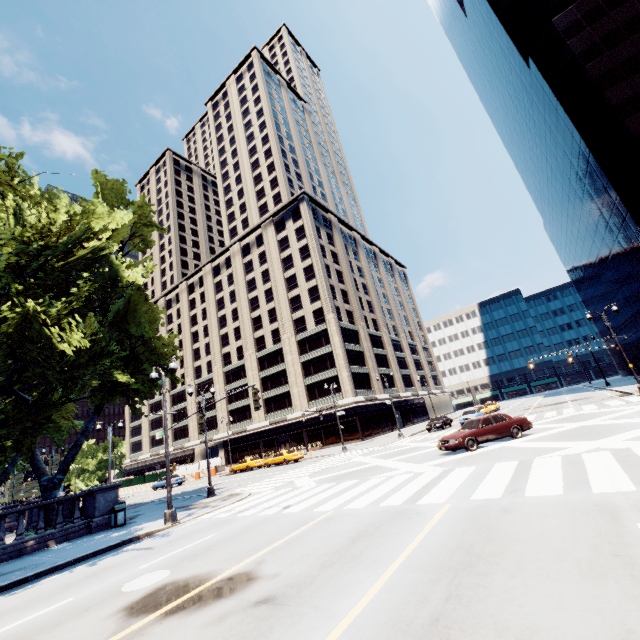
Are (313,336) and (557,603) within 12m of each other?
no

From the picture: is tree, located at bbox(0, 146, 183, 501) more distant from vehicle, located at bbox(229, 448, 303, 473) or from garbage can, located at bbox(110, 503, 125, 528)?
vehicle, located at bbox(229, 448, 303, 473)

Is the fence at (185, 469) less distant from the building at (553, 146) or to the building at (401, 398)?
the building at (401, 398)

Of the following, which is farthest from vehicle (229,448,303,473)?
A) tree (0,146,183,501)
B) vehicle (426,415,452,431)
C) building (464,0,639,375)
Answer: building (464,0,639,375)

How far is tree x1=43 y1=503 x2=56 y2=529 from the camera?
18.14m

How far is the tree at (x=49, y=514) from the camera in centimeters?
1814cm

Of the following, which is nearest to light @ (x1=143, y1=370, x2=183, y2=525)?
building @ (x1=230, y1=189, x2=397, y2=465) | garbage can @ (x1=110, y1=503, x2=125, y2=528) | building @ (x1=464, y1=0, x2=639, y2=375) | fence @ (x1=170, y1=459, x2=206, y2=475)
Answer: garbage can @ (x1=110, y1=503, x2=125, y2=528)

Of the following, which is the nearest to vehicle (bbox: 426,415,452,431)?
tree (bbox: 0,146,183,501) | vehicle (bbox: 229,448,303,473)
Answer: vehicle (bbox: 229,448,303,473)
